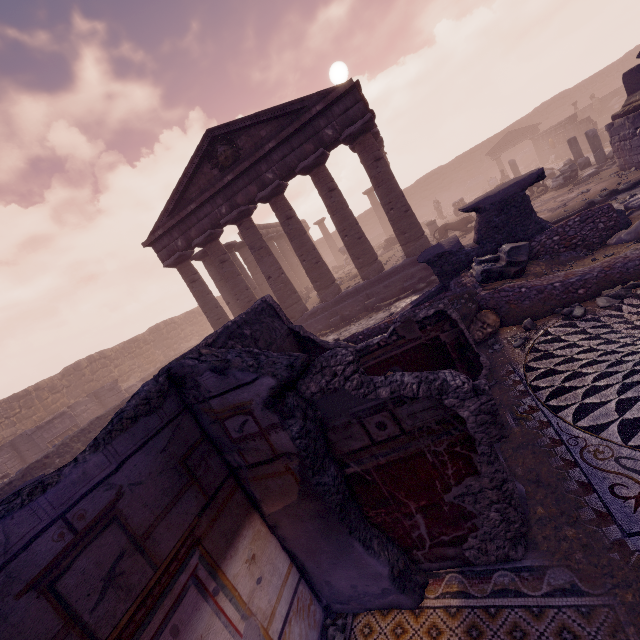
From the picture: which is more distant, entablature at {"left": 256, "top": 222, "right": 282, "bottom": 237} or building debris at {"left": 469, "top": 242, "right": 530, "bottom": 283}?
entablature at {"left": 256, "top": 222, "right": 282, "bottom": 237}

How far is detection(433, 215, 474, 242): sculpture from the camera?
16.70m

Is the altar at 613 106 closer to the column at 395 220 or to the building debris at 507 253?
the column at 395 220

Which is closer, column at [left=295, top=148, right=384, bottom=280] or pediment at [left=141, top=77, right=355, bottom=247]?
pediment at [left=141, top=77, right=355, bottom=247]

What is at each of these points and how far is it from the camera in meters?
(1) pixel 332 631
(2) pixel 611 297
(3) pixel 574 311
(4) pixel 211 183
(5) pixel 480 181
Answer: (1) stone, 2.9 m
(2) rocks, 5.2 m
(3) rocks, 5.3 m
(4) pediment, 13.8 m
(5) building debris, 36.7 m

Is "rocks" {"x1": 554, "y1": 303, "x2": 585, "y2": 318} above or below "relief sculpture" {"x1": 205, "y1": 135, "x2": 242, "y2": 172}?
below

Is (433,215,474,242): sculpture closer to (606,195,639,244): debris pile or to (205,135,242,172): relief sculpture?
(606,195,639,244): debris pile

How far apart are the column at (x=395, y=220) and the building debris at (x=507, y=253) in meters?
7.2
